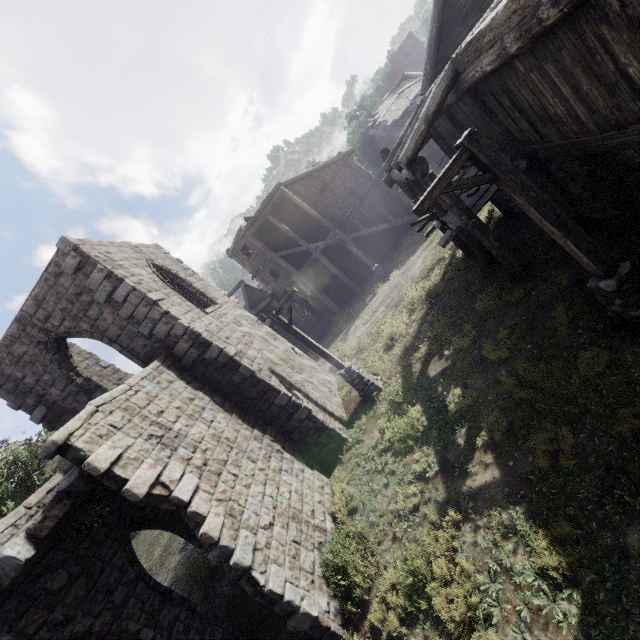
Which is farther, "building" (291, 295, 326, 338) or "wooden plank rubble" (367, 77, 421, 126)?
"building" (291, 295, 326, 338)

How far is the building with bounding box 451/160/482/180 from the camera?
11.2 meters

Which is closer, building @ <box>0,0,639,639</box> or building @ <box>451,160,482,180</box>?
building @ <box>0,0,639,639</box>

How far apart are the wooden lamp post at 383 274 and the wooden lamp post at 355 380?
10.6 meters

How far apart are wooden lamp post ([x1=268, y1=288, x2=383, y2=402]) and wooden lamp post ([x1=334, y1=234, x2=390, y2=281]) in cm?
1059

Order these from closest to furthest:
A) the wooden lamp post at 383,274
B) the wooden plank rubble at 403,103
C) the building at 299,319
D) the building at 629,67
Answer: the building at 629,67 → the wooden lamp post at 383,274 → the wooden plank rubble at 403,103 → the building at 299,319

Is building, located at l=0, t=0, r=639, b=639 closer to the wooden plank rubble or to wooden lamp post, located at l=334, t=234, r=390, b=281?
the wooden plank rubble

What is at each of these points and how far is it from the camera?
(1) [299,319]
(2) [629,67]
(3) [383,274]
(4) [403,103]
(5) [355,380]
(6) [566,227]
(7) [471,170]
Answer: (1) building, 26.58m
(2) building, 4.53m
(3) wooden lamp post, 23.31m
(4) wooden plank rubble, 24.22m
(5) wooden lamp post, 12.66m
(6) wooden lamp post, 5.44m
(7) building, 12.01m
